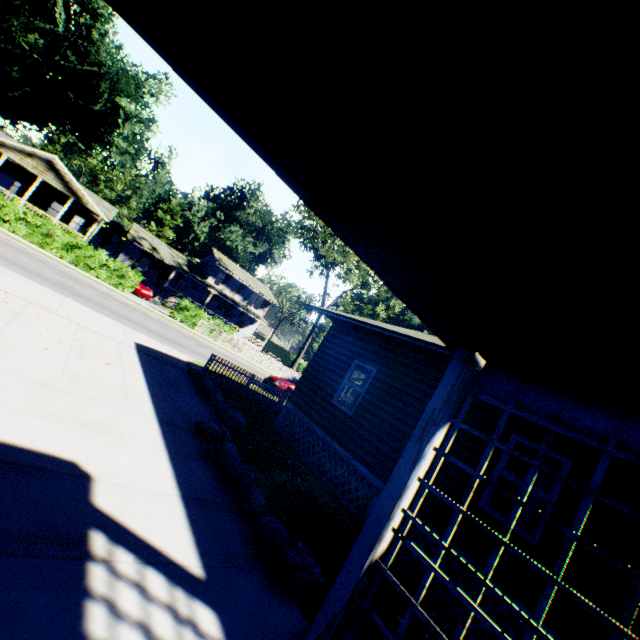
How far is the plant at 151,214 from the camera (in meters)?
53.53

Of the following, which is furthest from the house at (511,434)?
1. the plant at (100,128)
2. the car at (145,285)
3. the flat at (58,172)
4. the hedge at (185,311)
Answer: the plant at (100,128)

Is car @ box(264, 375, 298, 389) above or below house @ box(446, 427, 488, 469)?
below

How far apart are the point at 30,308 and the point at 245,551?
9.0 meters

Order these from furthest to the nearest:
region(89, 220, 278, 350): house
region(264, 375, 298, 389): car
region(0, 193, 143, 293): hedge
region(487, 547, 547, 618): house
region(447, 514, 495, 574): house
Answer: region(89, 220, 278, 350): house < region(0, 193, 143, 293): hedge < region(264, 375, 298, 389): car < region(447, 514, 495, 574): house < region(487, 547, 547, 618): house

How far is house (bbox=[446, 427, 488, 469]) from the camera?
6.7m

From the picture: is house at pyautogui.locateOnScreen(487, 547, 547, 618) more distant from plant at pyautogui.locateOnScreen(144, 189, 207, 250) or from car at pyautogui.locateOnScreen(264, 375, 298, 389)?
plant at pyautogui.locateOnScreen(144, 189, 207, 250)
